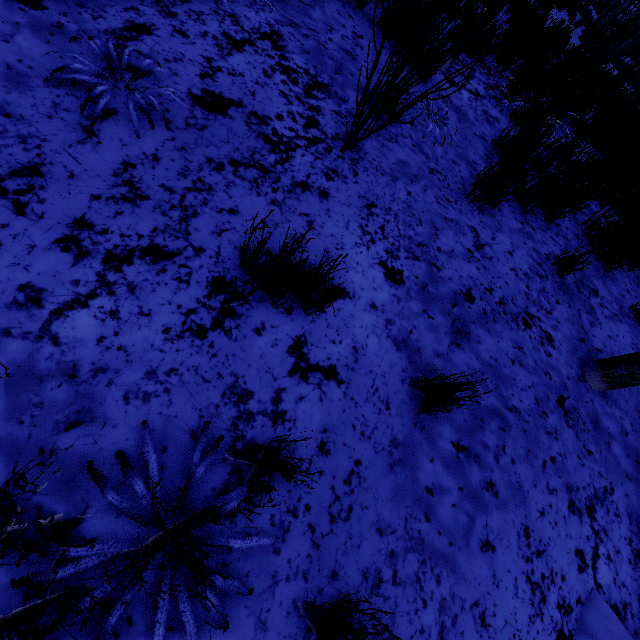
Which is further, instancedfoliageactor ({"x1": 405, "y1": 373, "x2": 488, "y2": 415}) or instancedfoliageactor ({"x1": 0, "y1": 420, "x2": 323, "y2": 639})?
instancedfoliageactor ({"x1": 405, "y1": 373, "x2": 488, "y2": 415})

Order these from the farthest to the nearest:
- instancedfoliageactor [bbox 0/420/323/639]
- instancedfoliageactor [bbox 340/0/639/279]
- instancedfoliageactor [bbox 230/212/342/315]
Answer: instancedfoliageactor [bbox 340/0/639/279] < instancedfoliageactor [bbox 230/212/342/315] < instancedfoliageactor [bbox 0/420/323/639]

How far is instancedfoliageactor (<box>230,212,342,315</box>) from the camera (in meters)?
1.32

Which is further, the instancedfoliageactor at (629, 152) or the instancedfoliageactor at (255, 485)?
the instancedfoliageactor at (629, 152)

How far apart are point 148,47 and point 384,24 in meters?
1.4 m

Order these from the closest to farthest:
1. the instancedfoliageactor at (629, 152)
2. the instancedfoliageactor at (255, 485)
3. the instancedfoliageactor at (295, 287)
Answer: the instancedfoliageactor at (255, 485)
the instancedfoliageactor at (295, 287)
the instancedfoliageactor at (629, 152)
